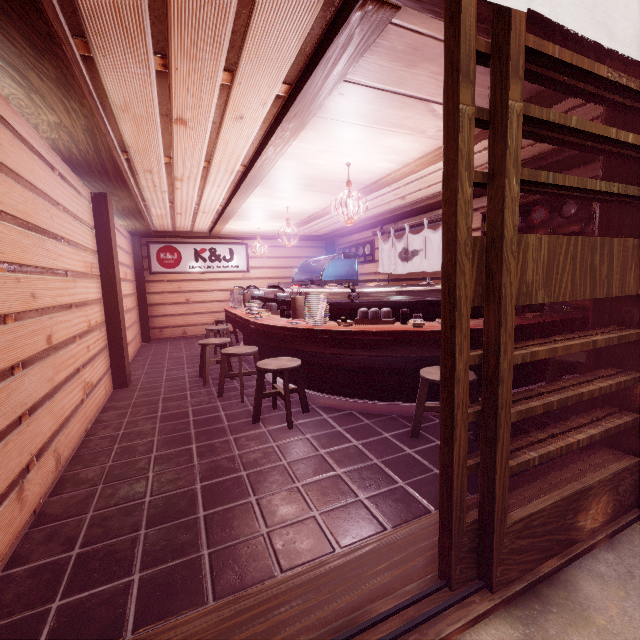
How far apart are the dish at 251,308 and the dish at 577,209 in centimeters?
812cm

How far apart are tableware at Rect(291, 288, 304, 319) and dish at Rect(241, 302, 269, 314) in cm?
180

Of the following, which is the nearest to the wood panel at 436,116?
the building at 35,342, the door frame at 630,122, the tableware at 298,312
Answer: the door frame at 630,122

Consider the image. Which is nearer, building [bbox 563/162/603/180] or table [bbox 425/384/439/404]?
table [bbox 425/384/439/404]

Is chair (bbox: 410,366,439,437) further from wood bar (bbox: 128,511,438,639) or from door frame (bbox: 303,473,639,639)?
door frame (bbox: 303,473,639,639)

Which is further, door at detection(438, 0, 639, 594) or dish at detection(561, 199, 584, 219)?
dish at detection(561, 199, 584, 219)

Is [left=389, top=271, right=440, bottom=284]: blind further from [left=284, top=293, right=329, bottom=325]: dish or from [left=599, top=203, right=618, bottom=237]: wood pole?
[left=599, top=203, right=618, bottom=237]: wood pole

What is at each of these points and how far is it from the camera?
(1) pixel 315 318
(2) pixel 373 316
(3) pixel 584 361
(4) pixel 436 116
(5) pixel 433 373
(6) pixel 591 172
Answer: (1) dish, 6.4m
(2) tableware, 6.5m
(3) chair, 5.7m
(4) wood panel, 5.1m
(5) chair, 5.3m
(6) building, 7.4m
